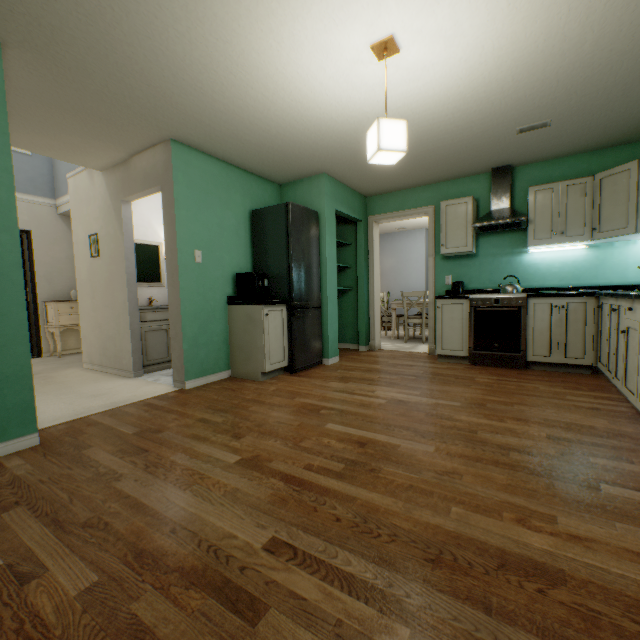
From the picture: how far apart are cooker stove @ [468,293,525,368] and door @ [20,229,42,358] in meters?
6.8 m

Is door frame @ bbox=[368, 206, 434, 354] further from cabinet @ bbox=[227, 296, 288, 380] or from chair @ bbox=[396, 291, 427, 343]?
cabinet @ bbox=[227, 296, 288, 380]

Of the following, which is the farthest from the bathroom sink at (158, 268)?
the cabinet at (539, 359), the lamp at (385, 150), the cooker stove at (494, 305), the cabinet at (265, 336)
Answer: the cabinet at (539, 359)

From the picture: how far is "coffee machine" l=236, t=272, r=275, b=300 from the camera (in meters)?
3.62

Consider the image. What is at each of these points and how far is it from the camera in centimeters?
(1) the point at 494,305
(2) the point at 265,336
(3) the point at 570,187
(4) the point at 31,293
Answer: (1) cooker stove, 381cm
(2) cabinet, 349cm
(3) cabinet, 358cm
(4) door, 544cm

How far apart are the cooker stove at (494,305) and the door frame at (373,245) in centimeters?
65cm

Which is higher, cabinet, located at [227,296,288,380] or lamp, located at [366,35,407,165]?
lamp, located at [366,35,407,165]

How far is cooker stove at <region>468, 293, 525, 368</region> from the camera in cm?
370
